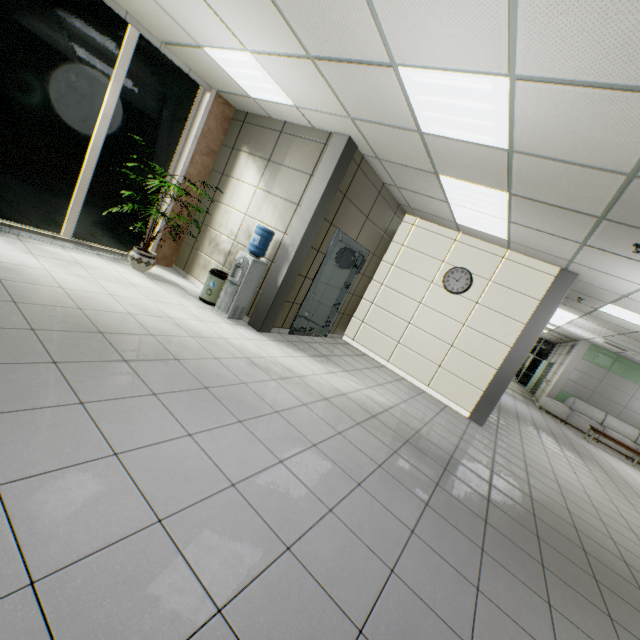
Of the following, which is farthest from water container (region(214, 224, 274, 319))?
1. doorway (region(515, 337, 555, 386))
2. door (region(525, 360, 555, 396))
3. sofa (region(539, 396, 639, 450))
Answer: doorway (region(515, 337, 555, 386))

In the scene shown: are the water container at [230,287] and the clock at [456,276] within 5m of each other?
yes

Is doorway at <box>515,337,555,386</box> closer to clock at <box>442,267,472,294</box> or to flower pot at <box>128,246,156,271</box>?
clock at <box>442,267,472,294</box>

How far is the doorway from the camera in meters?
20.0 m

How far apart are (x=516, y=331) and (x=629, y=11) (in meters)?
5.31

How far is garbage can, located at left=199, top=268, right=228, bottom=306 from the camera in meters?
5.3 m

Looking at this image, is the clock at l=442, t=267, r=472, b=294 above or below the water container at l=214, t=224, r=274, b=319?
above

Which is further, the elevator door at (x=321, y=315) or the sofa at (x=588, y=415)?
the sofa at (x=588, y=415)
